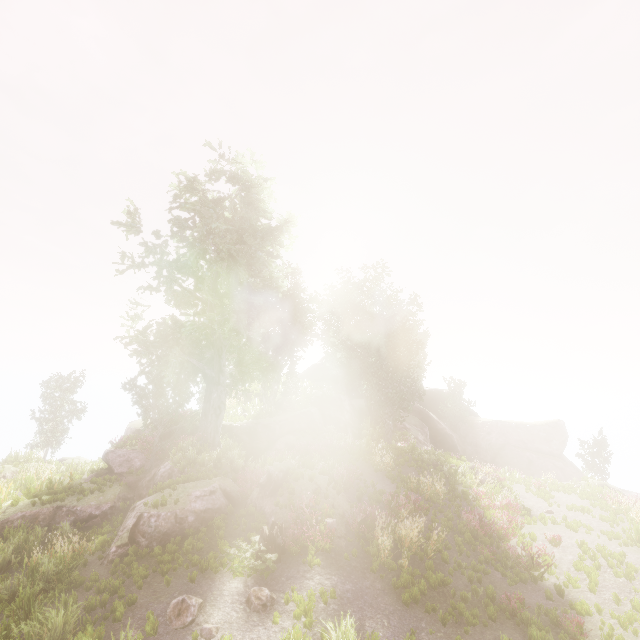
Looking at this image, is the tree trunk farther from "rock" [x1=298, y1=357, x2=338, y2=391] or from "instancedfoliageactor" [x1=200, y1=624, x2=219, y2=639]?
"instancedfoliageactor" [x1=200, y1=624, x2=219, y2=639]

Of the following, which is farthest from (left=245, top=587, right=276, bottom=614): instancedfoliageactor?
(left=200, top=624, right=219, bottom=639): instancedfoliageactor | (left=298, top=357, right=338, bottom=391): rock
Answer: (left=200, top=624, right=219, bottom=639): instancedfoliageactor

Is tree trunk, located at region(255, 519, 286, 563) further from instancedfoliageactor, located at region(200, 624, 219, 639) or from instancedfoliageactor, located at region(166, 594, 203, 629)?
instancedfoliageactor, located at region(200, 624, 219, 639)

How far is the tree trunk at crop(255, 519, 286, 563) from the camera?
10.7 meters

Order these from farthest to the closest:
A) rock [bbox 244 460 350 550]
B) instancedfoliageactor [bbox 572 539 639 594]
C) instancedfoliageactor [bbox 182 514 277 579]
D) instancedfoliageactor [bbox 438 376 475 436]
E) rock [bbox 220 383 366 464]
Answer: instancedfoliageactor [bbox 438 376 475 436] → rock [bbox 220 383 366 464] → rock [bbox 244 460 350 550] → instancedfoliageactor [bbox 572 539 639 594] → instancedfoliageactor [bbox 182 514 277 579]

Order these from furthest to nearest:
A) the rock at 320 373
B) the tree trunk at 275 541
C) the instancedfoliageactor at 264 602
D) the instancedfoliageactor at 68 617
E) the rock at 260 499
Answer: the rock at 320 373, the rock at 260 499, the tree trunk at 275 541, the instancedfoliageactor at 264 602, the instancedfoliageactor at 68 617

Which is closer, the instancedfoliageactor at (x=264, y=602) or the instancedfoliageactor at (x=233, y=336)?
the instancedfoliageactor at (x=264, y=602)

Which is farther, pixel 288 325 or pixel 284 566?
pixel 288 325
